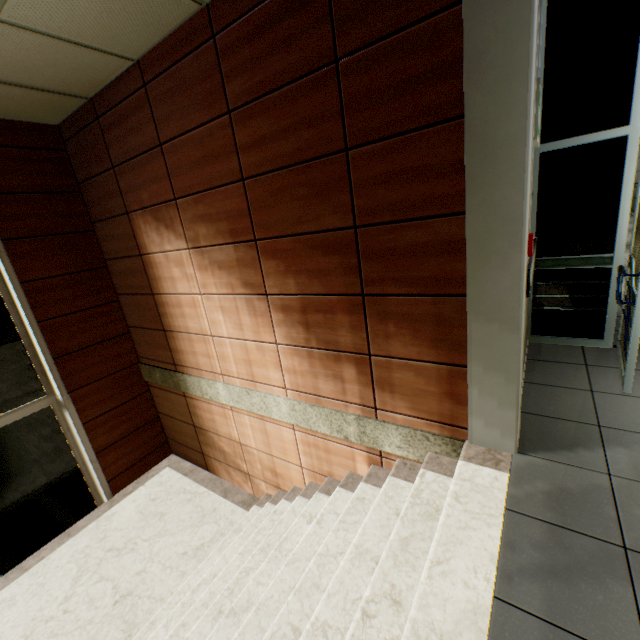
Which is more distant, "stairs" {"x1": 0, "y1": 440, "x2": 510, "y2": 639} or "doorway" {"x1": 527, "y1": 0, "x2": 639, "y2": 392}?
"doorway" {"x1": 527, "y1": 0, "x2": 639, "y2": 392}

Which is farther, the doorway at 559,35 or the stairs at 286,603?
the doorway at 559,35

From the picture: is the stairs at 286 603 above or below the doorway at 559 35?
below

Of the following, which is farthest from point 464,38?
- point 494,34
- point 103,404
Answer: point 103,404

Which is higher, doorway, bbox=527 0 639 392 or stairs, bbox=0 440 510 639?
doorway, bbox=527 0 639 392
